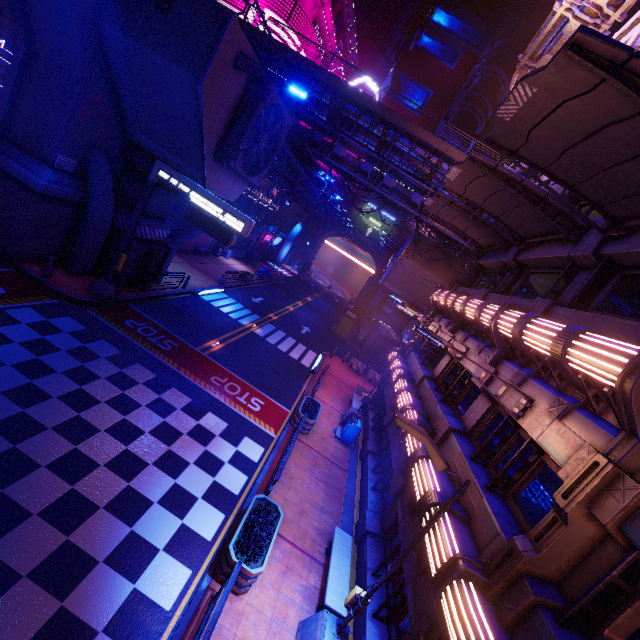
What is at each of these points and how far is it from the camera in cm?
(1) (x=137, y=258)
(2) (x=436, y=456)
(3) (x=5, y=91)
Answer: (1) pillar, 1827
(2) street light, 611
(3) tunnel, 1359

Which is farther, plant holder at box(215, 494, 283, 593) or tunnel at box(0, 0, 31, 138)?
tunnel at box(0, 0, 31, 138)

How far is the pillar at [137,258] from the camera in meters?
17.5 m

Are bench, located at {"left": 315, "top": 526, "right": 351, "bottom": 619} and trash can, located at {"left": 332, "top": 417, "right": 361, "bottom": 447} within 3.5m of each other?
no

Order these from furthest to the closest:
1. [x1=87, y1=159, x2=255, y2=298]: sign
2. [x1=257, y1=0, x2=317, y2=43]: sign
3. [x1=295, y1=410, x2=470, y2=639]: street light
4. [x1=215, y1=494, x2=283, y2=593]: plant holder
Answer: [x1=257, y1=0, x2=317, y2=43]: sign
[x1=87, y1=159, x2=255, y2=298]: sign
[x1=215, y1=494, x2=283, y2=593]: plant holder
[x1=295, y1=410, x2=470, y2=639]: street light

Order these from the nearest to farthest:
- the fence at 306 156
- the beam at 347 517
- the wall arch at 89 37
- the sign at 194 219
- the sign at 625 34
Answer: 1. the sign at 625 34
2. the beam at 347 517
3. the wall arch at 89 37
4. the sign at 194 219
5. the fence at 306 156

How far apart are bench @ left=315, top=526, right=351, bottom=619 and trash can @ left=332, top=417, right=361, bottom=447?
6.1m

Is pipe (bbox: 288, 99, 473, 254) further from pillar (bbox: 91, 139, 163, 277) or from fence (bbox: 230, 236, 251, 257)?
fence (bbox: 230, 236, 251, 257)
